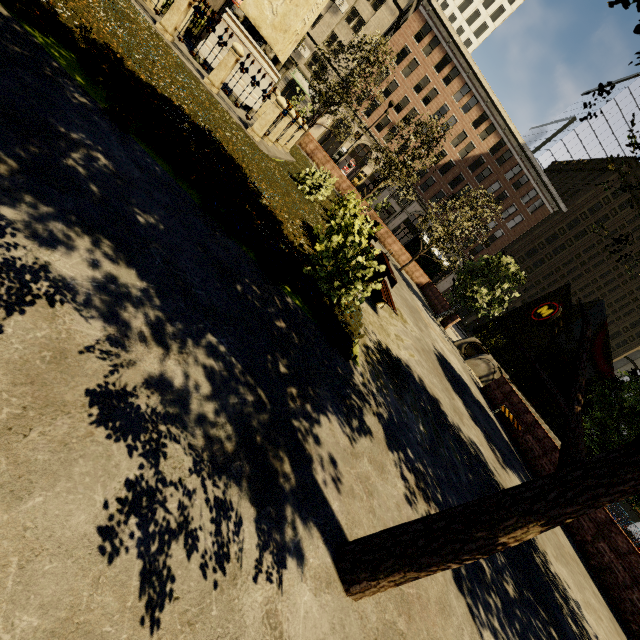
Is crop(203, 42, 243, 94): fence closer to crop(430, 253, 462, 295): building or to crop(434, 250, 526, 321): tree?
crop(434, 250, 526, 321): tree

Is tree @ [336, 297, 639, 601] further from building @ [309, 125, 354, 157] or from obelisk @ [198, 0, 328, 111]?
building @ [309, 125, 354, 157]

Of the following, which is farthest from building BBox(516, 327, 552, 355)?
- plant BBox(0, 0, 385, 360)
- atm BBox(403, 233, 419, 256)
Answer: plant BBox(0, 0, 385, 360)

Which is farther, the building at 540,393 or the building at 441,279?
the building at 540,393

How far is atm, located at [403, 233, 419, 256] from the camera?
28.1 meters

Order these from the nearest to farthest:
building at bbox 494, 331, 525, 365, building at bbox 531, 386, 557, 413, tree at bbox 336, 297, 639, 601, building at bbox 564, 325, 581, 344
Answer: tree at bbox 336, 297, 639, 601 → building at bbox 564, 325, 581, 344 → building at bbox 494, 331, 525, 365 → building at bbox 531, 386, 557, 413

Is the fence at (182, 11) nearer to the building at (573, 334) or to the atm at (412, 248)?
the atm at (412, 248)

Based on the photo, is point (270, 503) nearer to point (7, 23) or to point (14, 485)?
point (14, 485)
